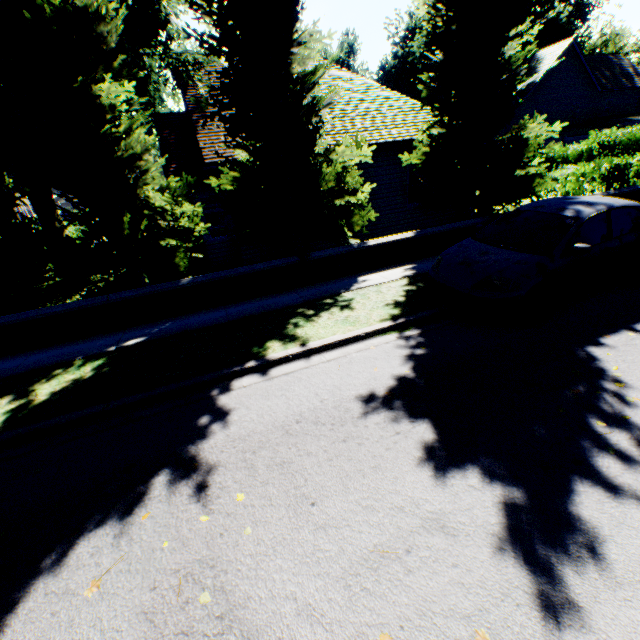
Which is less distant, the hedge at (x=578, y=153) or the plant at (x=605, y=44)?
the hedge at (x=578, y=153)

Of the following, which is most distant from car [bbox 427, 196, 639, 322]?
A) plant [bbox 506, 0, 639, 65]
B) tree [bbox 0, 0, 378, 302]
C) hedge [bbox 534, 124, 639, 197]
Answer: plant [bbox 506, 0, 639, 65]

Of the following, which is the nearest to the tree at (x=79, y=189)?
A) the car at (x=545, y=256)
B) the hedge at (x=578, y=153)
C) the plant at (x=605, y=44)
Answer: the hedge at (x=578, y=153)

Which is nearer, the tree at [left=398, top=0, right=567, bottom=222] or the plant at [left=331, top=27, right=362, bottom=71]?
the tree at [left=398, top=0, right=567, bottom=222]

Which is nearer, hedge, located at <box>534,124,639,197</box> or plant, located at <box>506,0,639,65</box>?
hedge, located at <box>534,124,639,197</box>

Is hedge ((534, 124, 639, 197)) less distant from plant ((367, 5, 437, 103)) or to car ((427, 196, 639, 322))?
plant ((367, 5, 437, 103))

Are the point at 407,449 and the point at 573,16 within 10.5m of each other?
no

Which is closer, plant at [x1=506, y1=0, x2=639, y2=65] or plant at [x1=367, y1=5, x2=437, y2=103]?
plant at [x1=506, y1=0, x2=639, y2=65]
